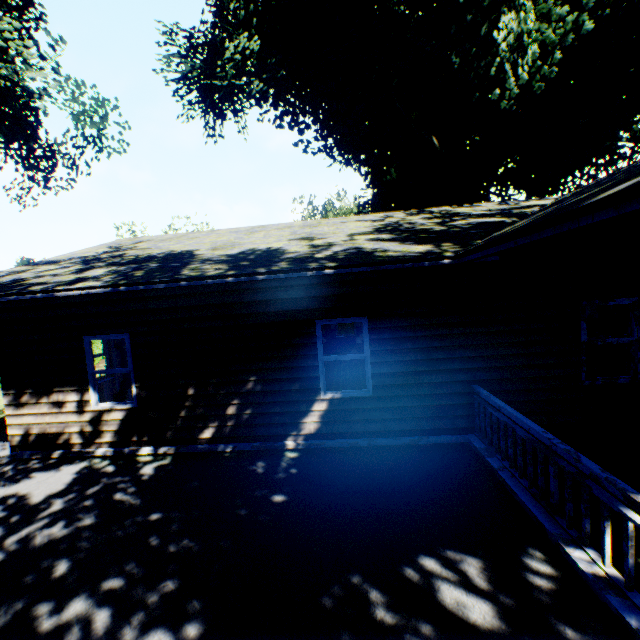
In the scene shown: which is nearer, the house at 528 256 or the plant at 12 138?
the house at 528 256

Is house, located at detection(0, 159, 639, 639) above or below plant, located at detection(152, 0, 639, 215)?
below

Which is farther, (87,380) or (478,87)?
(478,87)

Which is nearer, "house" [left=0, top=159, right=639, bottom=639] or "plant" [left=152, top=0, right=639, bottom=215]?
"house" [left=0, top=159, right=639, bottom=639]
